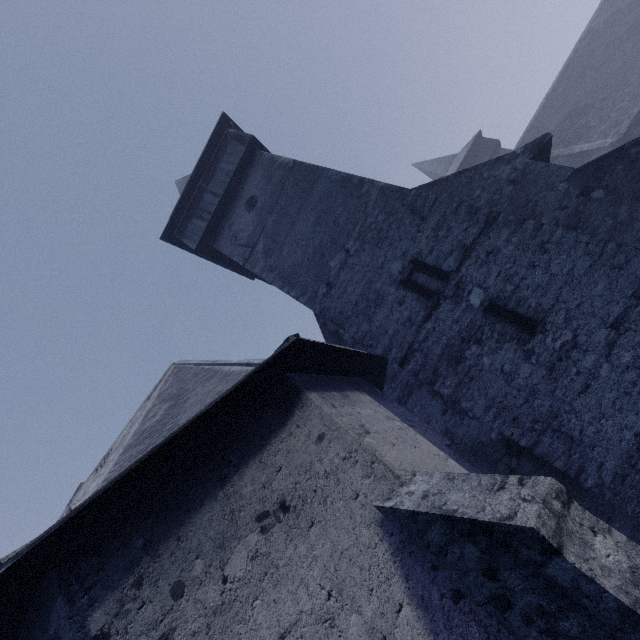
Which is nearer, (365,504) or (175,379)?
(365,504)
